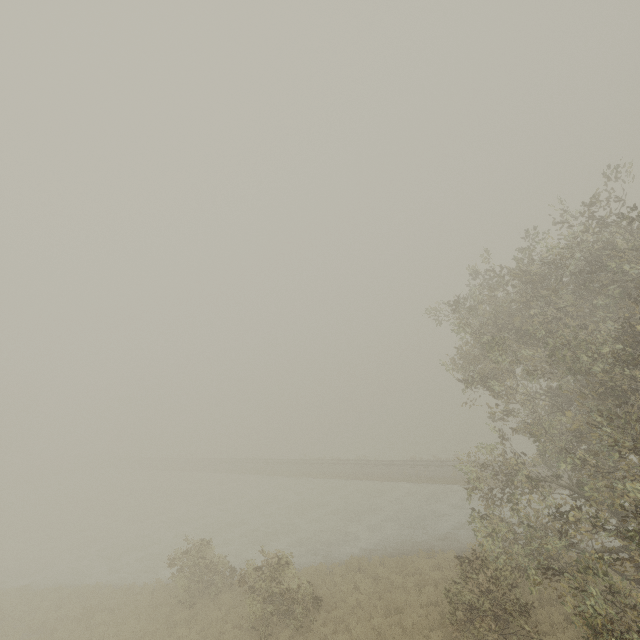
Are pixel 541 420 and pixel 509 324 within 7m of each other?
yes
